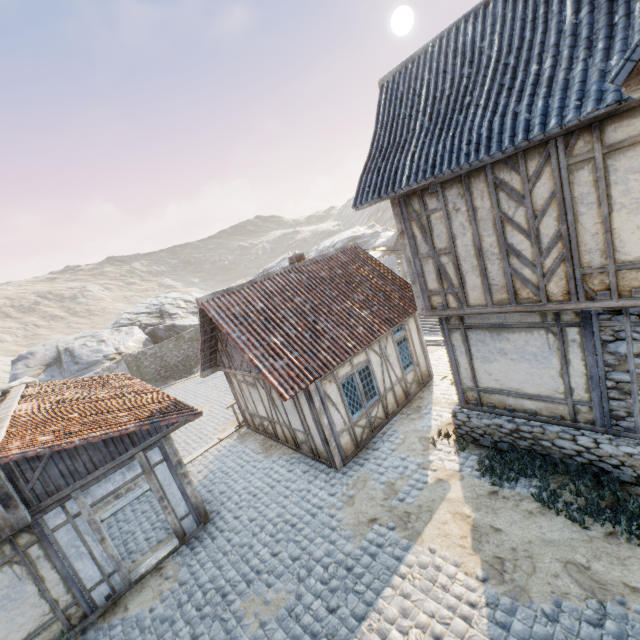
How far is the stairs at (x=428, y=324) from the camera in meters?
26.9

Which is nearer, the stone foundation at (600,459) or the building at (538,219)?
the building at (538,219)

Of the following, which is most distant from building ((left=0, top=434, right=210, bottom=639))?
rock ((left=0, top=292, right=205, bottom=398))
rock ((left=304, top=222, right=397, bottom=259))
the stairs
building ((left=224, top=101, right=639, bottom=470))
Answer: rock ((left=304, top=222, right=397, bottom=259))

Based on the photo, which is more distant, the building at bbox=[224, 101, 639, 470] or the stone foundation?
the stone foundation

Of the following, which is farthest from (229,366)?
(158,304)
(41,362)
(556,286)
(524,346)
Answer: (158,304)

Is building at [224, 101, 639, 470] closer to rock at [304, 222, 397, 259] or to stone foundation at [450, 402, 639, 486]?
stone foundation at [450, 402, 639, 486]

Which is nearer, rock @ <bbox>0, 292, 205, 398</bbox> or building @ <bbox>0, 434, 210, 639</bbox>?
building @ <bbox>0, 434, 210, 639</bbox>

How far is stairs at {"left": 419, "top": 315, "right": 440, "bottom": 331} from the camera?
26.93m
